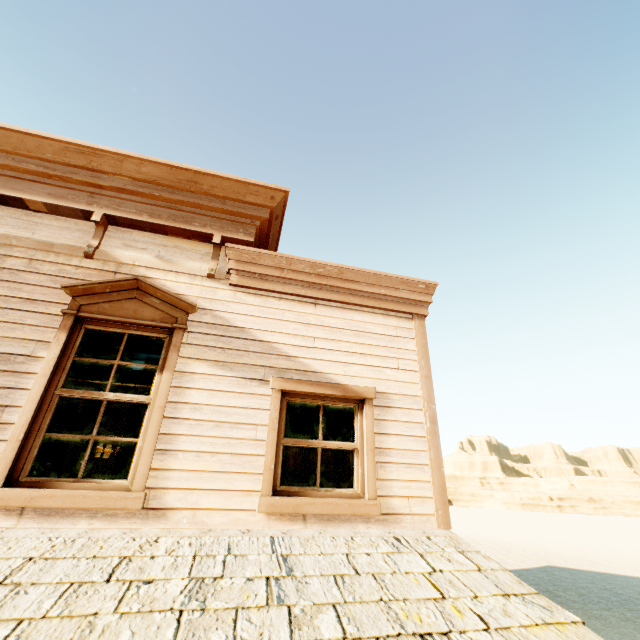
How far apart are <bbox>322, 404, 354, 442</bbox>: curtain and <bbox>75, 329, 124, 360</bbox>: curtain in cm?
131

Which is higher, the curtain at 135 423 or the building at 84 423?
the building at 84 423

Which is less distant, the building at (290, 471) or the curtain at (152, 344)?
the curtain at (152, 344)

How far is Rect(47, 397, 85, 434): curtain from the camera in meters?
3.2

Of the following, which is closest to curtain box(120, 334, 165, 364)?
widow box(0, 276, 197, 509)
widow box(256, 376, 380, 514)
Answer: widow box(0, 276, 197, 509)

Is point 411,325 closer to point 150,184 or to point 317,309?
point 317,309

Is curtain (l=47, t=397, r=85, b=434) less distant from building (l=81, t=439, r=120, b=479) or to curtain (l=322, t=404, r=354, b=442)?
building (l=81, t=439, r=120, b=479)

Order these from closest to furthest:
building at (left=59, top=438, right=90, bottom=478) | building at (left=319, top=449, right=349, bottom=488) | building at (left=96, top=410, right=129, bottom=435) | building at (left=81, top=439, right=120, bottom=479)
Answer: building at (left=59, top=438, right=90, bottom=478) → building at (left=319, top=449, right=349, bottom=488) → building at (left=81, top=439, right=120, bottom=479) → building at (left=96, top=410, right=129, bottom=435)
